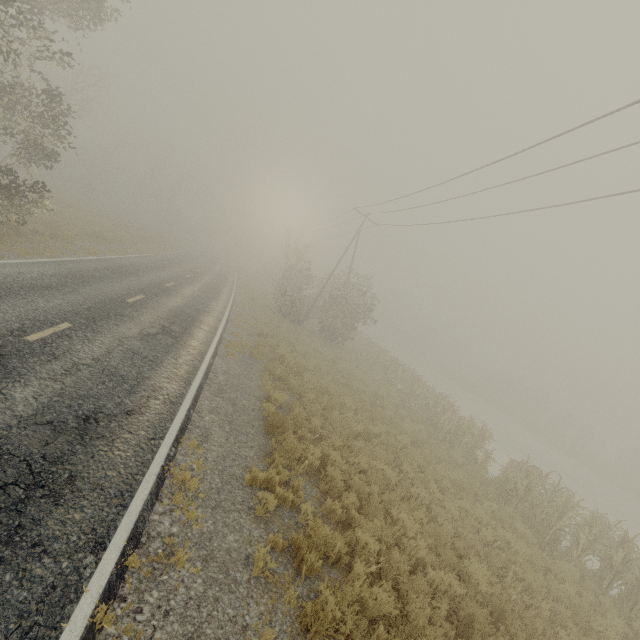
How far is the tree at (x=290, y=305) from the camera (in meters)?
27.72

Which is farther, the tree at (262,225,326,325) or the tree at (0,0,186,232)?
the tree at (262,225,326,325)

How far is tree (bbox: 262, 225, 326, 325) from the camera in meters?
27.7

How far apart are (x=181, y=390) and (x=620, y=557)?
14.01m

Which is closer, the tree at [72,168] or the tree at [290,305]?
the tree at [72,168]
